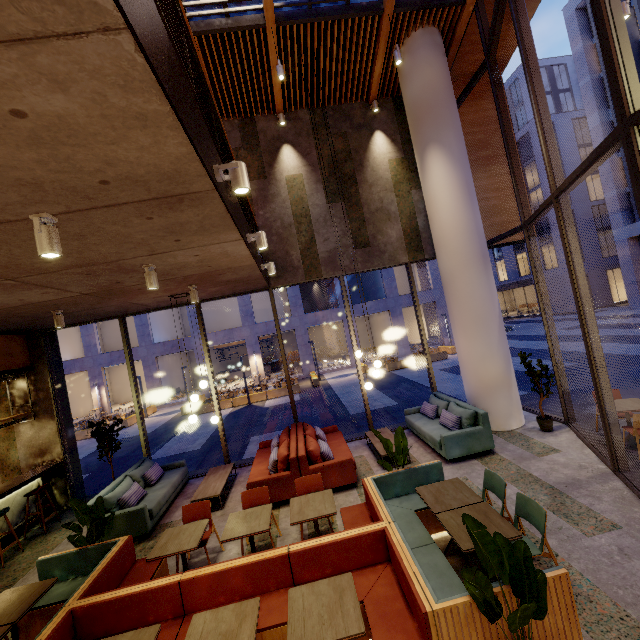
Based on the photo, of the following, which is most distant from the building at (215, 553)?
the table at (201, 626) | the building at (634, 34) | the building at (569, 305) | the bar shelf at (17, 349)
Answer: the building at (569, 305)

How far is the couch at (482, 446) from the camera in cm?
651

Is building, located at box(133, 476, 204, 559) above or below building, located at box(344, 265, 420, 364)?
below

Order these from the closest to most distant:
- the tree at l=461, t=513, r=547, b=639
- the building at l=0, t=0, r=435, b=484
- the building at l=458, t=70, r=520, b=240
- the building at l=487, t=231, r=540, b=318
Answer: the building at l=0, t=0, r=435, b=484, the tree at l=461, t=513, r=547, b=639, the building at l=458, t=70, r=520, b=240, the building at l=487, t=231, r=540, b=318

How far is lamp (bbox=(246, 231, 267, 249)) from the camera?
4.7 meters

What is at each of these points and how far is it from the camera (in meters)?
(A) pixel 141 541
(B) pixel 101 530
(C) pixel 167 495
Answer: (A) building, 5.93
(B) tree, 4.78
(C) couch, 6.84

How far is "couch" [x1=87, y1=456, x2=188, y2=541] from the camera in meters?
5.9 m

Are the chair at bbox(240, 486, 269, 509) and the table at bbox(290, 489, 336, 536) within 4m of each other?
yes
